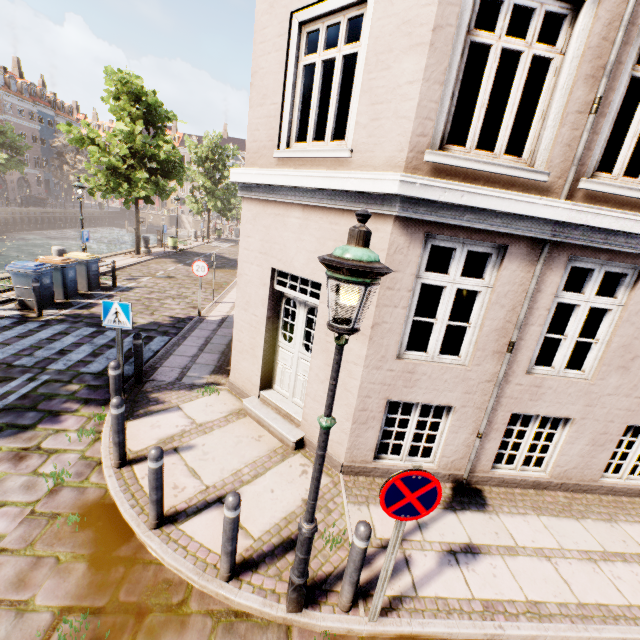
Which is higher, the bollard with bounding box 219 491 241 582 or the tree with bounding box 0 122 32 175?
the tree with bounding box 0 122 32 175

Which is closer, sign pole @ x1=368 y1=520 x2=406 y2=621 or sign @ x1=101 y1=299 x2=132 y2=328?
sign pole @ x1=368 y1=520 x2=406 y2=621

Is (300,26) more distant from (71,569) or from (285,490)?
(71,569)

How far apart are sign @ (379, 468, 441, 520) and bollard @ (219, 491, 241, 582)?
1.40m

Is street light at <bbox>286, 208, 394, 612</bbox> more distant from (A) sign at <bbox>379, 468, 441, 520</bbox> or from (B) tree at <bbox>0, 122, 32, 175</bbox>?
(B) tree at <bbox>0, 122, 32, 175</bbox>

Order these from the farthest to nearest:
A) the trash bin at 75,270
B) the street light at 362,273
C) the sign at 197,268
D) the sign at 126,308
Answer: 1. the sign at 197,268
2. the trash bin at 75,270
3. the sign at 126,308
4. the street light at 362,273

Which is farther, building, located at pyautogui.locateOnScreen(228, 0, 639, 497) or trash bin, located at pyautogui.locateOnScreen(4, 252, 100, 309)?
trash bin, located at pyautogui.locateOnScreen(4, 252, 100, 309)

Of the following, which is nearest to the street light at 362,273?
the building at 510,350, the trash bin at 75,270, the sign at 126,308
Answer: the sign at 126,308
